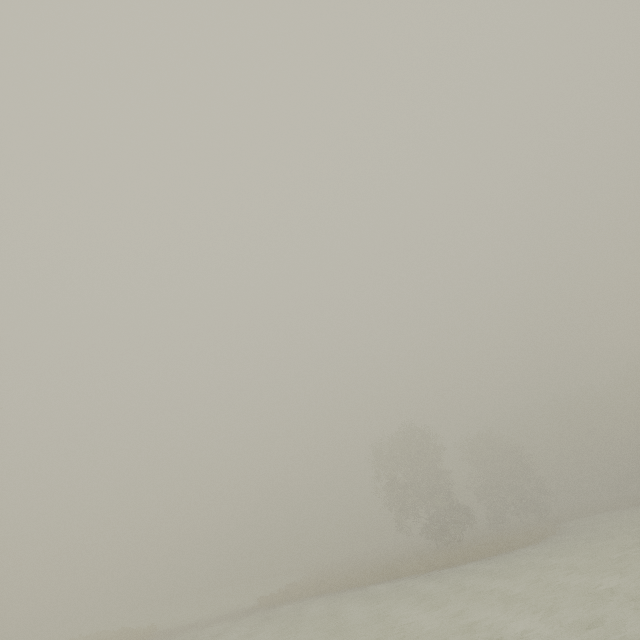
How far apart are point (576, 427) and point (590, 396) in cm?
553
